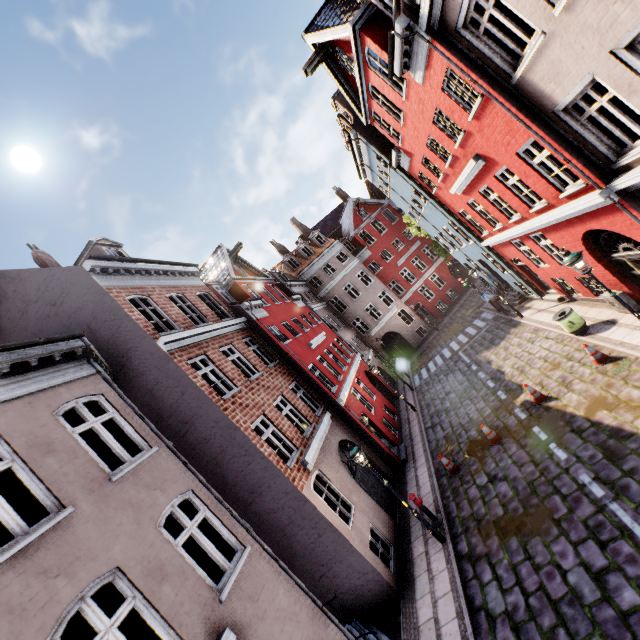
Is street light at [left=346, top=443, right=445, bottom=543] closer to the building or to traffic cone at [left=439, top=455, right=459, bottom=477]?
the building

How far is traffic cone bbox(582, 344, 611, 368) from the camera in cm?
1007

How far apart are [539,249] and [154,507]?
15.4 meters

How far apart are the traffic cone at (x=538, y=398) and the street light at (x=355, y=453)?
5.4 meters

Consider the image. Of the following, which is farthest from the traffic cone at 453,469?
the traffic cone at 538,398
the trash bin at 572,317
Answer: the trash bin at 572,317

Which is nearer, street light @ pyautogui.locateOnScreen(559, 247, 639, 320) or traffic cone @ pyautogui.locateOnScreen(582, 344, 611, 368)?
street light @ pyautogui.locateOnScreen(559, 247, 639, 320)

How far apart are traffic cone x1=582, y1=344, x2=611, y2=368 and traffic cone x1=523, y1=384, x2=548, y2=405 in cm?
154

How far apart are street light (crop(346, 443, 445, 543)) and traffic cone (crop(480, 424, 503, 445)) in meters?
3.6 m
